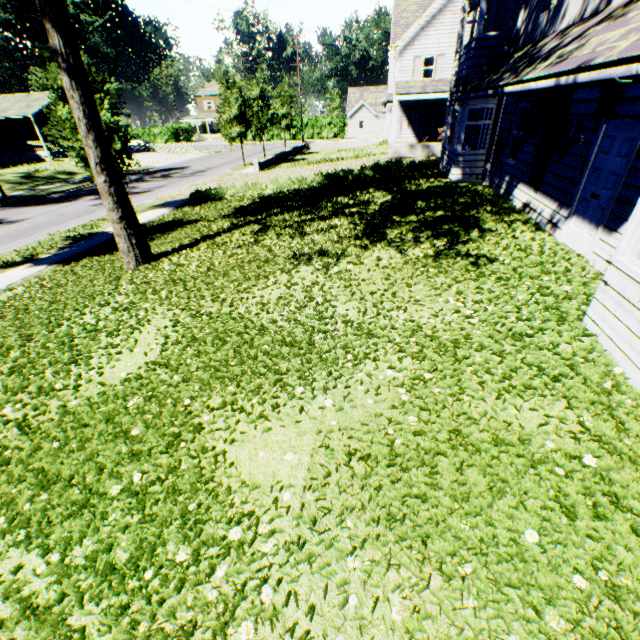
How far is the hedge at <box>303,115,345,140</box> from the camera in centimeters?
5412cm

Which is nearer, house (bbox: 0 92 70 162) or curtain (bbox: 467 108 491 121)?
curtain (bbox: 467 108 491 121)

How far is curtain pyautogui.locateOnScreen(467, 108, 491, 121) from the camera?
12.0 meters

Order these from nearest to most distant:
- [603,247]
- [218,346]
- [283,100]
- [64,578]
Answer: [64,578] < [218,346] < [603,247] < [283,100]

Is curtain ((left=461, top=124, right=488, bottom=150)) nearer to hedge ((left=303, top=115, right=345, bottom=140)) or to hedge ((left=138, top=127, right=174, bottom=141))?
hedge ((left=303, top=115, right=345, bottom=140))

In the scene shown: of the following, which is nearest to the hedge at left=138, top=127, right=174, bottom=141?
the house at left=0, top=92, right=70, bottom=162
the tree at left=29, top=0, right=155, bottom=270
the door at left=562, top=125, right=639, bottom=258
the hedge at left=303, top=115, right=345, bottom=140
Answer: the hedge at left=303, top=115, right=345, bottom=140

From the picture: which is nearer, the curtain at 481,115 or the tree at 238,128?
the curtain at 481,115

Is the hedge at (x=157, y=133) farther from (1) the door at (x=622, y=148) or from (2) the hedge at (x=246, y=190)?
(1) the door at (x=622, y=148)
